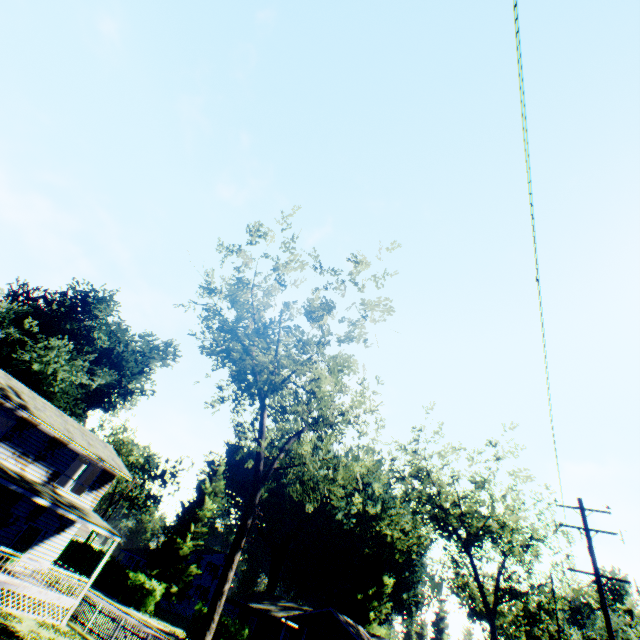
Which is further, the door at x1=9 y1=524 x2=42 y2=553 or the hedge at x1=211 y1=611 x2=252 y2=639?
the hedge at x1=211 y1=611 x2=252 y2=639

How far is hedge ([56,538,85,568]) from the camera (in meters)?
43.88

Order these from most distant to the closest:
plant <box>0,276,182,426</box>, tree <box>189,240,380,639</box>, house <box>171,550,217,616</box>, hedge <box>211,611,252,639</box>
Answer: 1. house <box>171,550,217,616</box>
2. plant <box>0,276,182,426</box>
3. hedge <box>211,611,252,639</box>
4. tree <box>189,240,380,639</box>

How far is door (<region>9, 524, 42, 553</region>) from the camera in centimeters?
2044cm

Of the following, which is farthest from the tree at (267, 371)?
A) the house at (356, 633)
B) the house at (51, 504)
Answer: the house at (356, 633)

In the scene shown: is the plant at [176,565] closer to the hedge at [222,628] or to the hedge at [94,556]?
the hedge at [94,556]

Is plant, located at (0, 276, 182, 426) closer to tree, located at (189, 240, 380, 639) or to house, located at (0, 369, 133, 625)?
house, located at (0, 369, 133, 625)

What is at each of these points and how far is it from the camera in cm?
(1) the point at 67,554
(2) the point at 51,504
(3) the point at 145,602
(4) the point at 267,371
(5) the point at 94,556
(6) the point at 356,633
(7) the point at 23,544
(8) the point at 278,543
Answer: (1) hedge, 4647
(2) house, 1816
(3) hedge, 3541
(4) tree, 1955
(5) hedge, 4253
(6) house, 3183
(7) door, 2070
(8) plant, 5544
